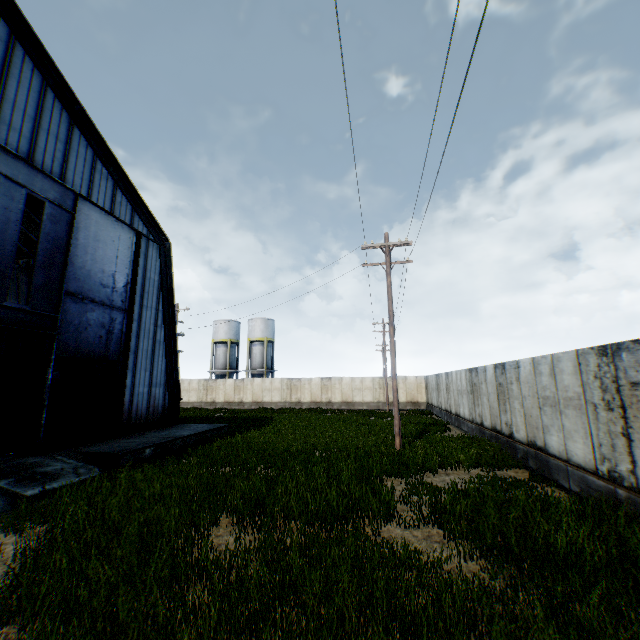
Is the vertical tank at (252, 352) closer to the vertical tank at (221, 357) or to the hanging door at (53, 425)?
the vertical tank at (221, 357)

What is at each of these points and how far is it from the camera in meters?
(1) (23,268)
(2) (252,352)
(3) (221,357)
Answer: (1) building, 21.5 m
(2) vertical tank, 47.1 m
(3) vertical tank, 47.7 m

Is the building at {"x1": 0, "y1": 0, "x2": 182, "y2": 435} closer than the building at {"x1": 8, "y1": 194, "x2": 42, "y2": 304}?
Yes

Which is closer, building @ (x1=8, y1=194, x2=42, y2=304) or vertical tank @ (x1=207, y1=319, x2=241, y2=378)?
building @ (x1=8, y1=194, x2=42, y2=304)

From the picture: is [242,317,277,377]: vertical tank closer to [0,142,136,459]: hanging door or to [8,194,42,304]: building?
[8,194,42,304]: building

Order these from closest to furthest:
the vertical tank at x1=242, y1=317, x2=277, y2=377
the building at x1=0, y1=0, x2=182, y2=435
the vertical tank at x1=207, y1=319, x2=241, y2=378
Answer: the building at x1=0, y1=0, x2=182, y2=435 → the vertical tank at x1=242, y1=317, x2=277, y2=377 → the vertical tank at x1=207, y1=319, x2=241, y2=378

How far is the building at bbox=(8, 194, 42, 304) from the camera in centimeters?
1836cm

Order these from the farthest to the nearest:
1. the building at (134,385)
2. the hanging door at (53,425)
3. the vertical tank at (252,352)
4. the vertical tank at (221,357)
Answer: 1. the vertical tank at (221,357)
2. the vertical tank at (252,352)
3. the building at (134,385)
4. the hanging door at (53,425)
